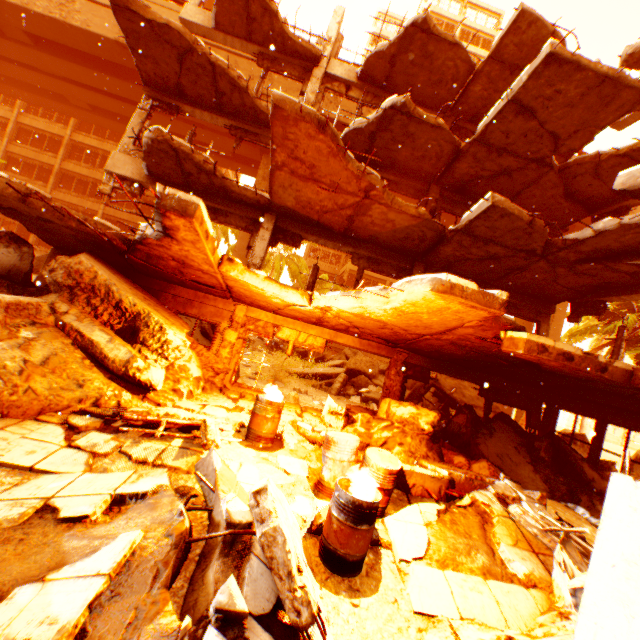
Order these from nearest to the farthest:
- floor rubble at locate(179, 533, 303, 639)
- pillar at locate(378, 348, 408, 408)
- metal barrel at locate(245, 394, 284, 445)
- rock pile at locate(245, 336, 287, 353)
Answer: floor rubble at locate(179, 533, 303, 639) < metal barrel at locate(245, 394, 284, 445) < pillar at locate(378, 348, 408, 408) < rock pile at locate(245, 336, 287, 353)

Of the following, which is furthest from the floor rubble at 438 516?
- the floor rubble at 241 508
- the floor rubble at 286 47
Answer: the floor rubble at 286 47

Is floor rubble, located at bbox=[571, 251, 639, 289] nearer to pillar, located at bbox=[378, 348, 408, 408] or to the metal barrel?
pillar, located at bbox=[378, 348, 408, 408]

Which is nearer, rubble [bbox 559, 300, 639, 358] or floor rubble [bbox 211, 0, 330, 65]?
floor rubble [bbox 211, 0, 330, 65]

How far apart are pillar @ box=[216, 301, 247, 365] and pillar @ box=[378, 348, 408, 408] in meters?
4.6 m

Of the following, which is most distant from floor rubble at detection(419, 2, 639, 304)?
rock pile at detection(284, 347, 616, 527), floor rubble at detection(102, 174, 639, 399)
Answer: rock pile at detection(284, 347, 616, 527)

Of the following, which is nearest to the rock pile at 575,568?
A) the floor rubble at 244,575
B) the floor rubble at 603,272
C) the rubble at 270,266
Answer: the floor rubble at 244,575

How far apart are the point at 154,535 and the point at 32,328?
4.84m
